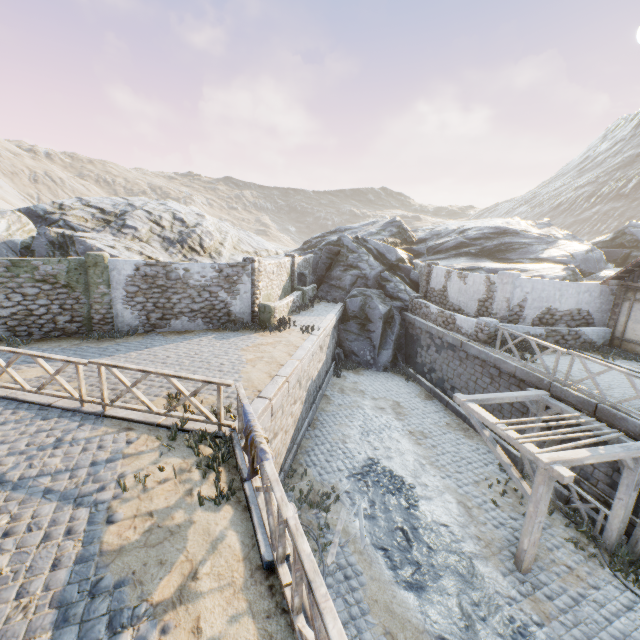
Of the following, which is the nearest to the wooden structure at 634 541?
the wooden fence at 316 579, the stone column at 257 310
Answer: the wooden fence at 316 579

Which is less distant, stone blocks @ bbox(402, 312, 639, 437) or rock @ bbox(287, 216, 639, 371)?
stone blocks @ bbox(402, 312, 639, 437)

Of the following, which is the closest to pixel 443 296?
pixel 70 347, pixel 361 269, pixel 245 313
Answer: pixel 361 269

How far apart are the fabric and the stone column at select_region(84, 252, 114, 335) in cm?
Result: 987

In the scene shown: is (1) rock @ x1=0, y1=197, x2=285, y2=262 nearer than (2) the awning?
No

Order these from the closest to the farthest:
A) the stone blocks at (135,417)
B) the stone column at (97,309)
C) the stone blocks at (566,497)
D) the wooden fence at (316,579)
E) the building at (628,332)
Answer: the wooden fence at (316,579) → the stone blocks at (135,417) → the stone blocks at (566,497) → the stone column at (97,309) → the building at (628,332)

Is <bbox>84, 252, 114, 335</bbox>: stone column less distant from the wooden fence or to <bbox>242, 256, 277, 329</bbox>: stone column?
the wooden fence

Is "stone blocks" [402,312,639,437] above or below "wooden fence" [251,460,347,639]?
below
